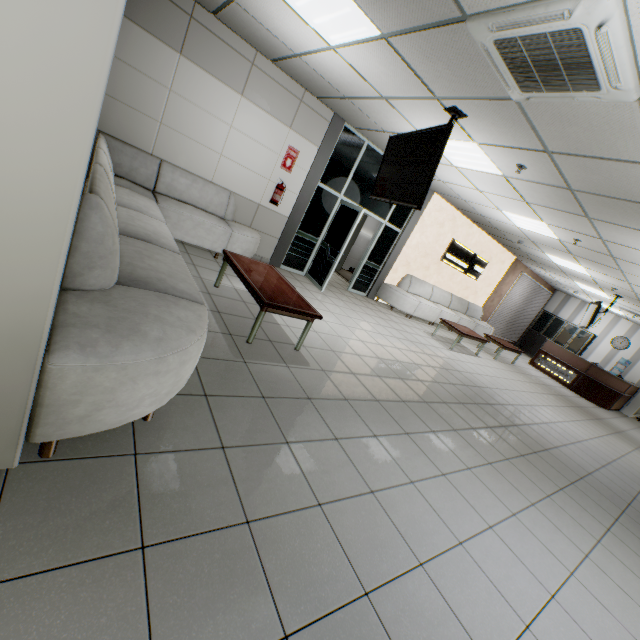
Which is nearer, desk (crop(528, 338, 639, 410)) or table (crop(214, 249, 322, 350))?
table (crop(214, 249, 322, 350))

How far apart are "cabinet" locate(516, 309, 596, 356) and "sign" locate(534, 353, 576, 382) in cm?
281

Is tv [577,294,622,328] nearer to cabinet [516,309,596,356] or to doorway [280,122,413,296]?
cabinet [516,309,596,356]

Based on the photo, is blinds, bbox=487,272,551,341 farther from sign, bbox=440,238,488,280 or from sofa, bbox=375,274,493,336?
sign, bbox=440,238,488,280

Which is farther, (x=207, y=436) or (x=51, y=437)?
(x=207, y=436)

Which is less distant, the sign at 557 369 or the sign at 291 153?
the sign at 291 153

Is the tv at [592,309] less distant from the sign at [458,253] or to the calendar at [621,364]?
the sign at [458,253]

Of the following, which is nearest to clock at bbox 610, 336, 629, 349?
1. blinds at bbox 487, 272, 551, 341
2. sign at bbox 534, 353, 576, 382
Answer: blinds at bbox 487, 272, 551, 341
